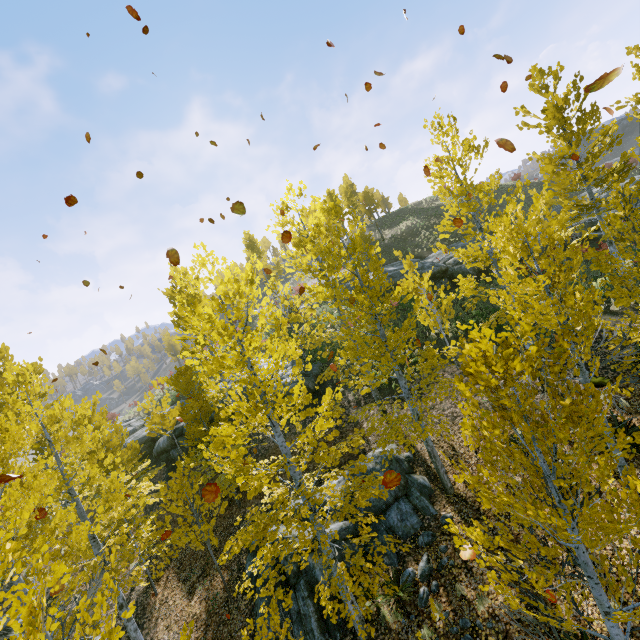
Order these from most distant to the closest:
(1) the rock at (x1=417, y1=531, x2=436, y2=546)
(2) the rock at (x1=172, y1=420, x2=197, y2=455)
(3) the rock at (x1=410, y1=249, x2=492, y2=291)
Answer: (3) the rock at (x1=410, y1=249, x2=492, y2=291) < (2) the rock at (x1=172, y1=420, x2=197, y2=455) < (1) the rock at (x1=417, y1=531, x2=436, y2=546)

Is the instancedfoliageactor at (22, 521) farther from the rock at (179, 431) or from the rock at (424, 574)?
→ the rock at (179, 431)

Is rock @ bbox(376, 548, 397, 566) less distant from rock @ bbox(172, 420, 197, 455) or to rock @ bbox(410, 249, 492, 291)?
rock @ bbox(172, 420, 197, 455)

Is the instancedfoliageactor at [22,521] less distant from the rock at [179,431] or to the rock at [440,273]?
the rock at [179,431]

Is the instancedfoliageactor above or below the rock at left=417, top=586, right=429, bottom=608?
above

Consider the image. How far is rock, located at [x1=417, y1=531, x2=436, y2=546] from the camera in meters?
8.9

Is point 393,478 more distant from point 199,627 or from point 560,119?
point 560,119

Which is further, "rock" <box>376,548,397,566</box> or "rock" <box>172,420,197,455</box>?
"rock" <box>172,420,197,455</box>
